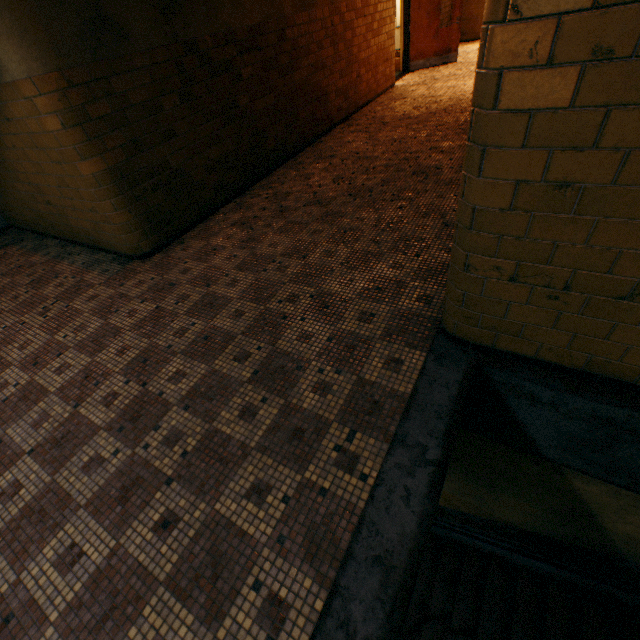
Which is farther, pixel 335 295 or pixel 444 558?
pixel 444 558

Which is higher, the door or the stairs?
the door

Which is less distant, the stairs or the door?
the stairs

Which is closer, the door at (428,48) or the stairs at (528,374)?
the stairs at (528,374)

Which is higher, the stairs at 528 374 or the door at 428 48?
the door at 428 48
